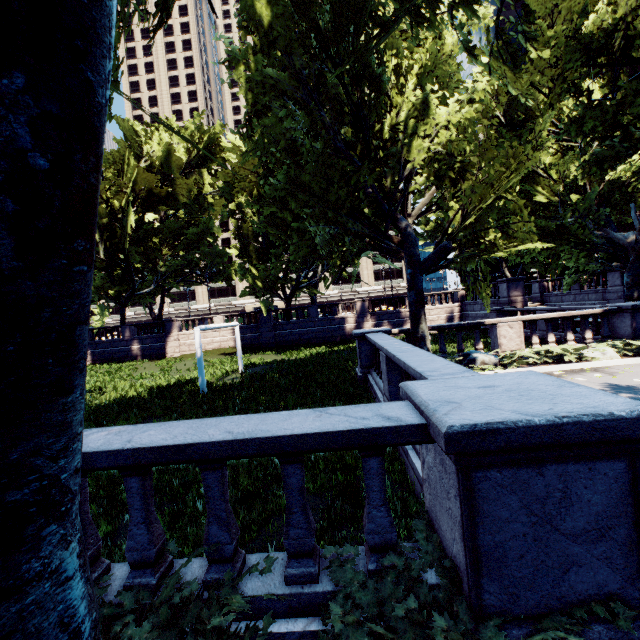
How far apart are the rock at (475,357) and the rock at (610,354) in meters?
2.7

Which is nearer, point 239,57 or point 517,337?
point 239,57

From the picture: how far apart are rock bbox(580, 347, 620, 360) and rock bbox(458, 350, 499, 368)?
2.7m

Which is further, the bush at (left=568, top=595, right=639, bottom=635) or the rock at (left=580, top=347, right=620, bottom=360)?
the rock at (left=580, top=347, right=620, bottom=360)

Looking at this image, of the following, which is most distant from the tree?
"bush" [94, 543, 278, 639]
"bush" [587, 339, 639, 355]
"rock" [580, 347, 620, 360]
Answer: "rock" [580, 347, 620, 360]

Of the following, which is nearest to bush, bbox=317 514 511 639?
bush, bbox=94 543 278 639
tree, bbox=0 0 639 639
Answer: bush, bbox=94 543 278 639

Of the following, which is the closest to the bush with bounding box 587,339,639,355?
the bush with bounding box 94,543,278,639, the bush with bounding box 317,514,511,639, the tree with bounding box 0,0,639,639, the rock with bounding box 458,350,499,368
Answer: the tree with bounding box 0,0,639,639

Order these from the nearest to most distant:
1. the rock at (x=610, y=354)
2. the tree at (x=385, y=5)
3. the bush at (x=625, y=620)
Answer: the tree at (x=385, y=5) < the bush at (x=625, y=620) < the rock at (x=610, y=354)
